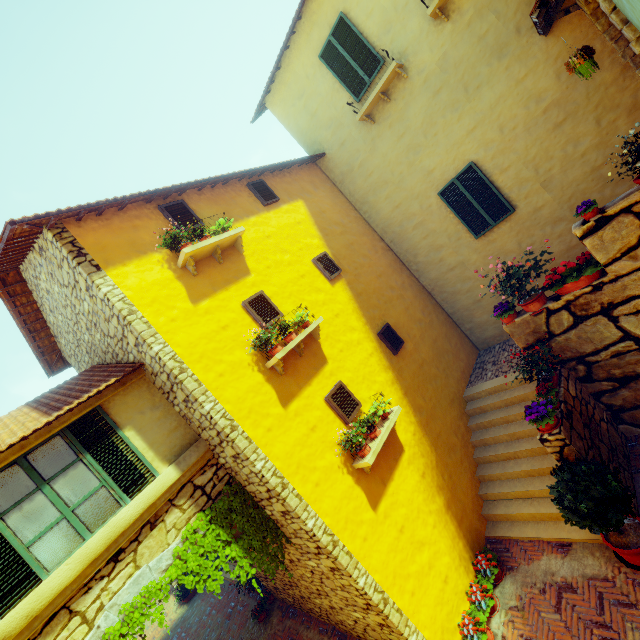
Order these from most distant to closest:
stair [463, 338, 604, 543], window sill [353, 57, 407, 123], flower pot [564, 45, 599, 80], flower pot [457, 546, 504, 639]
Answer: window sill [353, 57, 407, 123], stair [463, 338, 604, 543], flower pot [457, 546, 504, 639], flower pot [564, 45, 599, 80]

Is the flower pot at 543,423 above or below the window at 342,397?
below

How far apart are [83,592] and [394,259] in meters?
9.9

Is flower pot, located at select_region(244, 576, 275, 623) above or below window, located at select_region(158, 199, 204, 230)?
below

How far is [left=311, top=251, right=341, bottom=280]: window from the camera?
8.1m

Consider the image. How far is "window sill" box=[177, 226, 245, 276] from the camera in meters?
5.8

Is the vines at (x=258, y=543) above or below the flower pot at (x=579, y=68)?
below

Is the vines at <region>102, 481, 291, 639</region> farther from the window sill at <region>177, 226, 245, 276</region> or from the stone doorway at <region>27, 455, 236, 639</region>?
the window sill at <region>177, 226, 245, 276</region>
